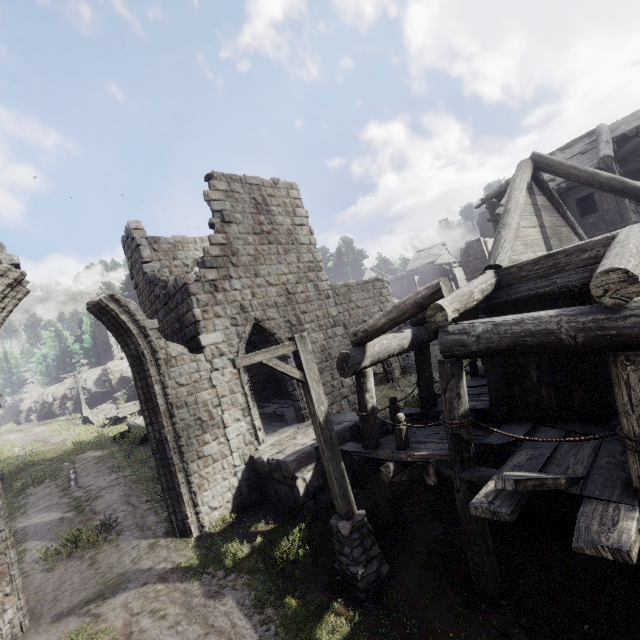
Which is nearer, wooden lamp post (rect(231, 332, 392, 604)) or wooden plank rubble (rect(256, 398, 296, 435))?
wooden lamp post (rect(231, 332, 392, 604))

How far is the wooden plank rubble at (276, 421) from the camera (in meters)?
12.47

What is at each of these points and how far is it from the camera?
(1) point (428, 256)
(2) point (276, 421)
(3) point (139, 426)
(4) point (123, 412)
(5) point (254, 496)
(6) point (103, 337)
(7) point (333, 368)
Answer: (1) wooden plank rubble, 47.53m
(2) wooden plank rubble, 13.10m
(3) broken furniture, 20.53m
(4) cart, 24.84m
(5) column, 9.55m
(6) building, 44.19m
(7) building, 13.00m

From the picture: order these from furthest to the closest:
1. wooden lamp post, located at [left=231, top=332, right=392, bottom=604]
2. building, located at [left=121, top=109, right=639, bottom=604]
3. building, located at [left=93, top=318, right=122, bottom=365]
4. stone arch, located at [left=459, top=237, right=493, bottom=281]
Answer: building, located at [left=93, top=318, right=122, bottom=365]
stone arch, located at [left=459, top=237, right=493, bottom=281]
wooden lamp post, located at [left=231, top=332, right=392, bottom=604]
building, located at [left=121, top=109, right=639, bottom=604]

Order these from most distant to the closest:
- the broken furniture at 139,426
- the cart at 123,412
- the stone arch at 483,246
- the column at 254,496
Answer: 1. the stone arch at 483,246
2. the cart at 123,412
3. the broken furniture at 139,426
4. the column at 254,496

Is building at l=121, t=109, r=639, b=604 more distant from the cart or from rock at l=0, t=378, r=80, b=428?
the cart

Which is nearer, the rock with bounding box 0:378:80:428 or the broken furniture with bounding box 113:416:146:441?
the broken furniture with bounding box 113:416:146:441

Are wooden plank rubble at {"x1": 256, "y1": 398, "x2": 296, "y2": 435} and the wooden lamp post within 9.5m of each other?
yes
